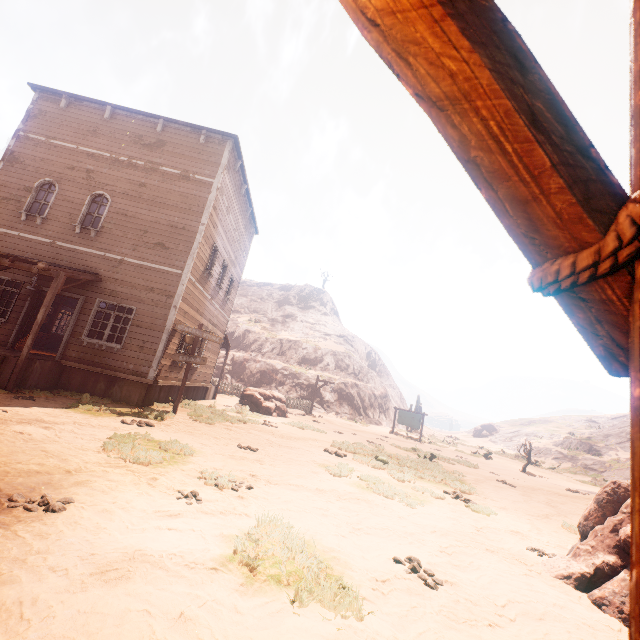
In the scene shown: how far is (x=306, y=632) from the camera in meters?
2.6 m

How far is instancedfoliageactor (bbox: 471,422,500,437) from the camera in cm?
5025

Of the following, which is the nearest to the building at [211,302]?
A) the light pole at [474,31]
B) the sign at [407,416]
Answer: the light pole at [474,31]

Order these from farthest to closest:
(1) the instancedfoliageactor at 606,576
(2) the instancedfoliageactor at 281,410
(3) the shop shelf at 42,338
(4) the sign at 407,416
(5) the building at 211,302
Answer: (4) the sign at 407,416, (2) the instancedfoliageactor at 281,410, (3) the shop shelf at 42,338, (5) the building at 211,302, (1) the instancedfoliageactor at 606,576

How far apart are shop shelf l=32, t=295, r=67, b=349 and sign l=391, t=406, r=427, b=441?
24.1 meters

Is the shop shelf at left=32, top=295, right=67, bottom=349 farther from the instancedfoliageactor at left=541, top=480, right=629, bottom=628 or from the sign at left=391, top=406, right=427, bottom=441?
the sign at left=391, top=406, right=427, bottom=441

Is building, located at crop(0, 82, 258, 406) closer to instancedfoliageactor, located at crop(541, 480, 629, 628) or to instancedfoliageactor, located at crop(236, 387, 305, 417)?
instancedfoliageactor, located at crop(541, 480, 629, 628)

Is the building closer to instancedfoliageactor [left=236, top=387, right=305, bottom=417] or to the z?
the z
